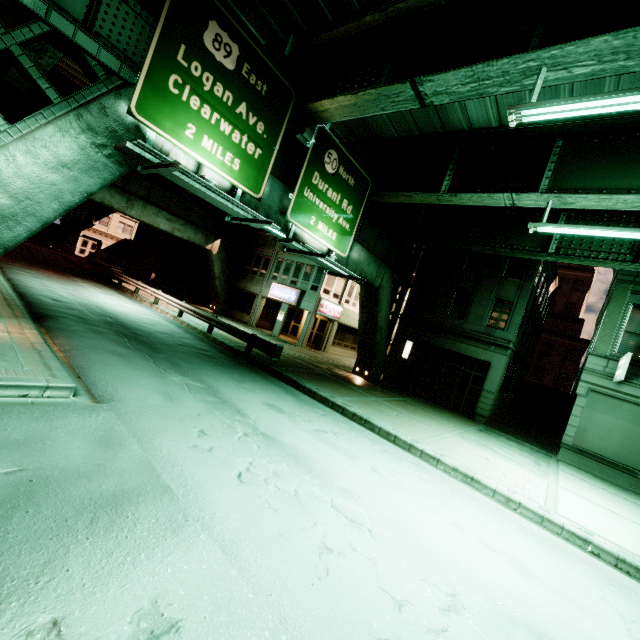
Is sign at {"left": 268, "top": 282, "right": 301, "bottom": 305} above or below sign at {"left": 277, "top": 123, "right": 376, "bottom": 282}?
below

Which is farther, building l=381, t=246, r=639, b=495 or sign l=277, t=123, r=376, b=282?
building l=381, t=246, r=639, b=495

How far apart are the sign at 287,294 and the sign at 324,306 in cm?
175

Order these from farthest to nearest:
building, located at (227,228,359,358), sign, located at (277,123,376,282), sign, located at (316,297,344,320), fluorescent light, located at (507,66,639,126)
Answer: building, located at (227,228,359,358), sign, located at (316,297,344,320), sign, located at (277,123,376,282), fluorescent light, located at (507,66,639,126)

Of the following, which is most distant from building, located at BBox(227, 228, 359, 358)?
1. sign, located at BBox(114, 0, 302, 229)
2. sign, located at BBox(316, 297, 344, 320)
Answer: sign, located at BBox(114, 0, 302, 229)

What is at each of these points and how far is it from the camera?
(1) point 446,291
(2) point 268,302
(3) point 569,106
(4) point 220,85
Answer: (1) building, 21.23m
(2) building, 32.19m
(3) fluorescent light, 6.09m
(4) sign, 8.66m

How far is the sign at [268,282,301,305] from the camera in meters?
27.2 m

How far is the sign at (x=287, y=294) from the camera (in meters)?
27.17
